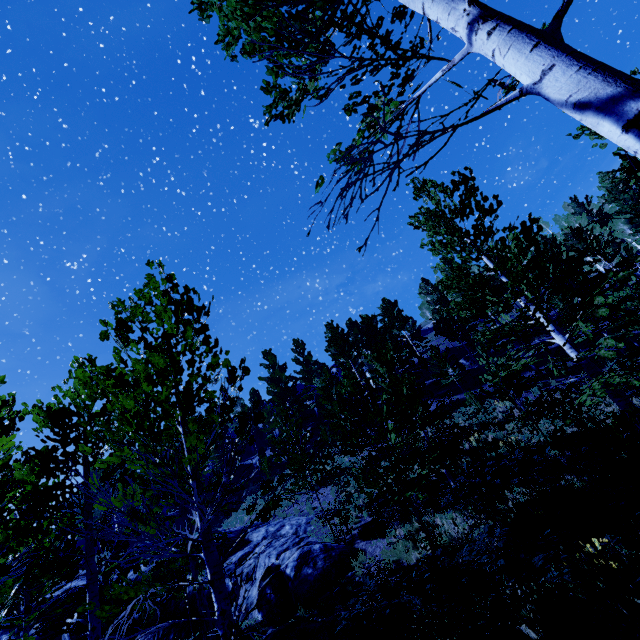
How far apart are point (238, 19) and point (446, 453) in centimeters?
1514cm

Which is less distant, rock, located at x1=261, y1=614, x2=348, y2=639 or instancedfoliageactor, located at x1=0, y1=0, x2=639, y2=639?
instancedfoliageactor, located at x1=0, y1=0, x2=639, y2=639

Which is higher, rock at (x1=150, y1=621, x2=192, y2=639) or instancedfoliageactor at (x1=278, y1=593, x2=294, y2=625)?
rock at (x1=150, y1=621, x2=192, y2=639)

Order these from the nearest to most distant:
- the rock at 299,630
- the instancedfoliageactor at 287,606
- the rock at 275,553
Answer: the rock at 299,630 → the instancedfoliageactor at 287,606 → the rock at 275,553

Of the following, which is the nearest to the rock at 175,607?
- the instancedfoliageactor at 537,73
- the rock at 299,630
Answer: the instancedfoliageactor at 537,73

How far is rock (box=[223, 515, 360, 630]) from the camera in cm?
1110

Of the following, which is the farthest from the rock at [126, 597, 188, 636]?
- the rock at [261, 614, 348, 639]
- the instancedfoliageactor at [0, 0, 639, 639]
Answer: the rock at [261, 614, 348, 639]

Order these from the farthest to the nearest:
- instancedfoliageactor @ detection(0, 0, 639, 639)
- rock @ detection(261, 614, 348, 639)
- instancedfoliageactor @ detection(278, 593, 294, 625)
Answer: instancedfoliageactor @ detection(278, 593, 294, 625) < rock @ detection(261, 614, 348, 639) < instancedfoliageactor @ detection(0, 0, 639, 639)
